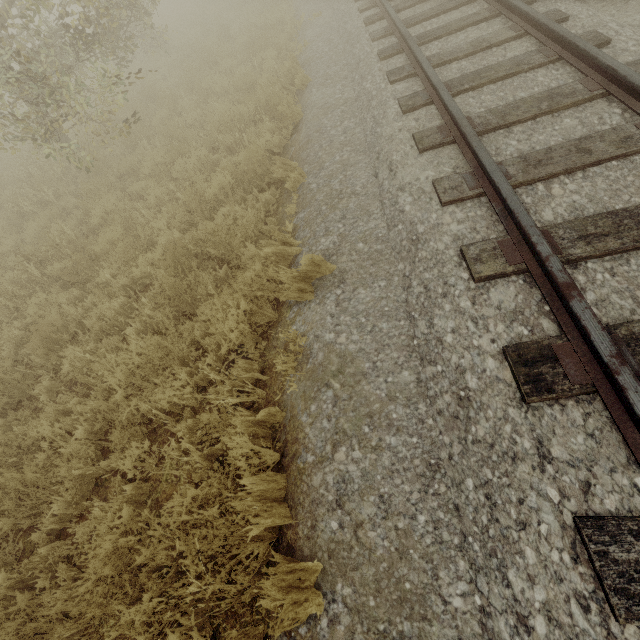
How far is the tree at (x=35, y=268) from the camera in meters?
5.5

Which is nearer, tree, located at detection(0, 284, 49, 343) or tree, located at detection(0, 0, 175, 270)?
tree, located at detection(0, 284, 49, 343)

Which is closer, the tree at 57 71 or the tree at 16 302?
the tree at 16 302

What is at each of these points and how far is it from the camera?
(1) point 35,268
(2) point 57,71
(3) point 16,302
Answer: (1) tree, 5.9m
(2) tree, 5.4m
(3) tree, 5.3m

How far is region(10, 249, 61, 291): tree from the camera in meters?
5.5 m
